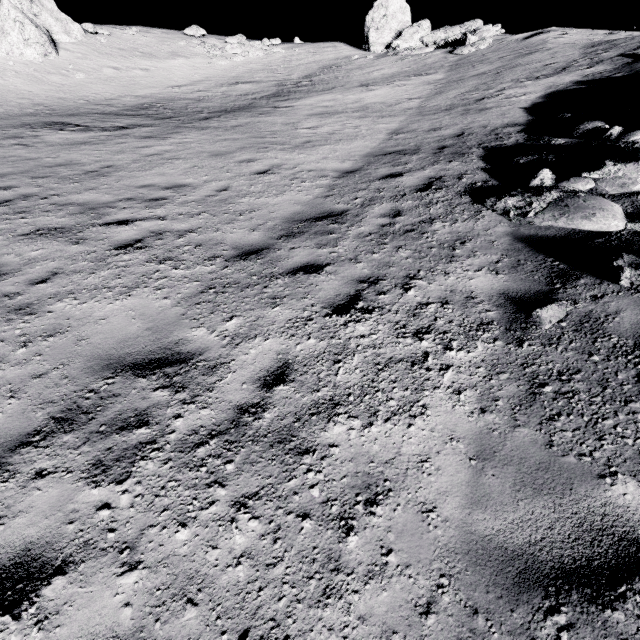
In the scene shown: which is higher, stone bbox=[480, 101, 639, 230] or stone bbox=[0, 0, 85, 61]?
stone bbox=[0, 0, 85, 61]

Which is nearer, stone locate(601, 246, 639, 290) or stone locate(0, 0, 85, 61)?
stone locate(601, 246, 639, 290)

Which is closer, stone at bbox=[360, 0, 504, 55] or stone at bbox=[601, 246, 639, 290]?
stone at bbox=[601, 246, 639, 290]

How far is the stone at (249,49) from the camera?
23.58m

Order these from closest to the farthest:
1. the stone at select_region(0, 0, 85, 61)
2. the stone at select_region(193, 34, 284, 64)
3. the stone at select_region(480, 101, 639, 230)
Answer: the stone at select_region(480, 101, 639, 230)
the stone at select_region(0, 0, 85, 61)
the stone at select_region(193, 34, 284, 64)

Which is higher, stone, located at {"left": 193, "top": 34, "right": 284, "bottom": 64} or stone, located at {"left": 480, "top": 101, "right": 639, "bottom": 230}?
stone, located at {"left": 193, "top": 34, "right": 284, "bottom": 64}

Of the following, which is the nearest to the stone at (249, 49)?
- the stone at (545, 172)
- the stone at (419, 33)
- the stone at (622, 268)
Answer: the stone at (419, 33)

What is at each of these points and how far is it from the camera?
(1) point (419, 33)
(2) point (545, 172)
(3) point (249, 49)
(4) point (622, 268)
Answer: (1) stone, 20.62m
(2) stone, 5.91m
(3) stone, 24.16m
(4) stone, 3.77m
